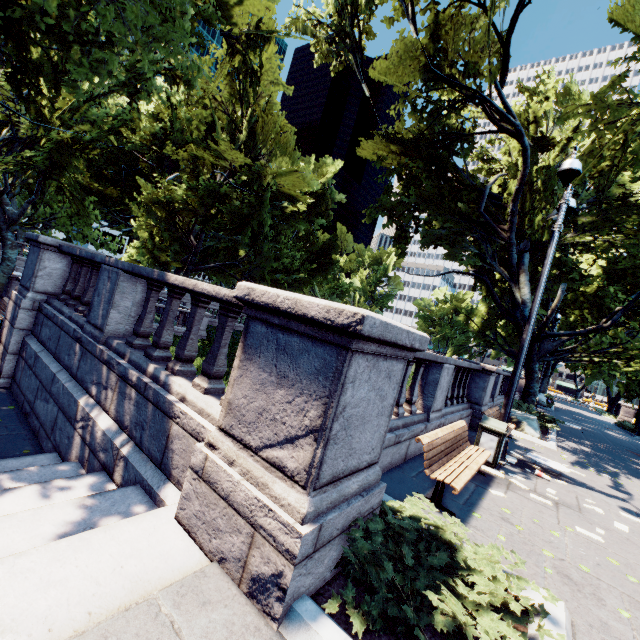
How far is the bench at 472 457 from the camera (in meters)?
4.65

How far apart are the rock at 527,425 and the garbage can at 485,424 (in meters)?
5.82

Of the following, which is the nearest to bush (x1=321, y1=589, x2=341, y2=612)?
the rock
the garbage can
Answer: the garbage can

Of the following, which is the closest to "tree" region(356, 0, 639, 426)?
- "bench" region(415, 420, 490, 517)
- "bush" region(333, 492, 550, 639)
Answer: "bush" region(333, 492, 550, 639)

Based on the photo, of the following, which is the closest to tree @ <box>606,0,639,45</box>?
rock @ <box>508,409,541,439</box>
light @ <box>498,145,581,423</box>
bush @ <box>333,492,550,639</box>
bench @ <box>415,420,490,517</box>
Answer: rock @ <box>508,409,541,439</box>

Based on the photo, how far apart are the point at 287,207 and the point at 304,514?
23.8 meters

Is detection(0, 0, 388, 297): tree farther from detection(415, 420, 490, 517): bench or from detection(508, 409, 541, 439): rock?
detection(415, 420, 490, 517): bench

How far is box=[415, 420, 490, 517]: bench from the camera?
4.7m
